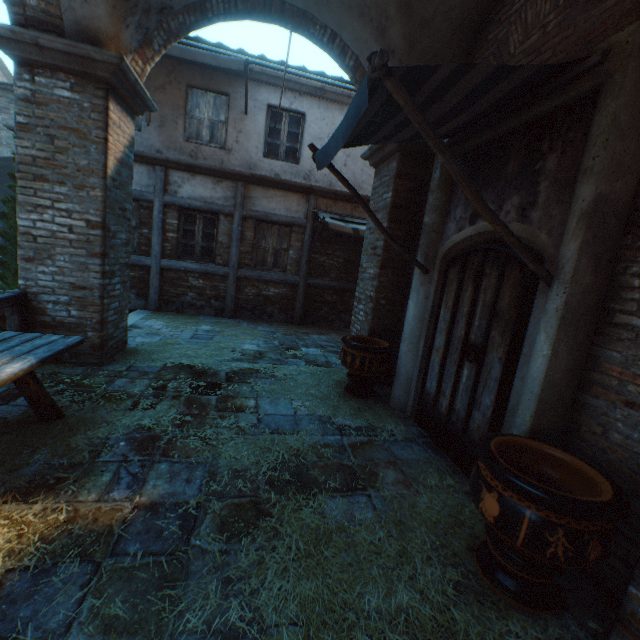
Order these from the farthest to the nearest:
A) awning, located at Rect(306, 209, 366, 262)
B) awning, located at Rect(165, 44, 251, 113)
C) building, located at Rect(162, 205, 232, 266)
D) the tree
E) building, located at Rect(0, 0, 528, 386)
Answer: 1. building, located at Rect(162, 205, 232, 266)
2. awning, located at Rect(306, 209, 366, 262)
3. the tree
4. awning, located at Rect(165, 44, 251, 113)
5. building, located at Rect(0, 0, 528, 386)

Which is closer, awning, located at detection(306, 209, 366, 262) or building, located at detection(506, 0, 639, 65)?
building, located at detection(506, 0, 639, 65)

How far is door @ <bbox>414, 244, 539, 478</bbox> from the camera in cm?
292

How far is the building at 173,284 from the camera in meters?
8.8

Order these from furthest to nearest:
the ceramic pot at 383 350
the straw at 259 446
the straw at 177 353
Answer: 1. the straw at 177 353
2. the ceramic pot at 383 350
3. the straw at 259 446

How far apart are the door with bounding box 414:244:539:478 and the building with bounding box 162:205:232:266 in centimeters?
656cm

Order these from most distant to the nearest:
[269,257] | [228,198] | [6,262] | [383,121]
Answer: [269,257]
[228,198]
[6,262]
[383,121]

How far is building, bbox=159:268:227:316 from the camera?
8.80m
